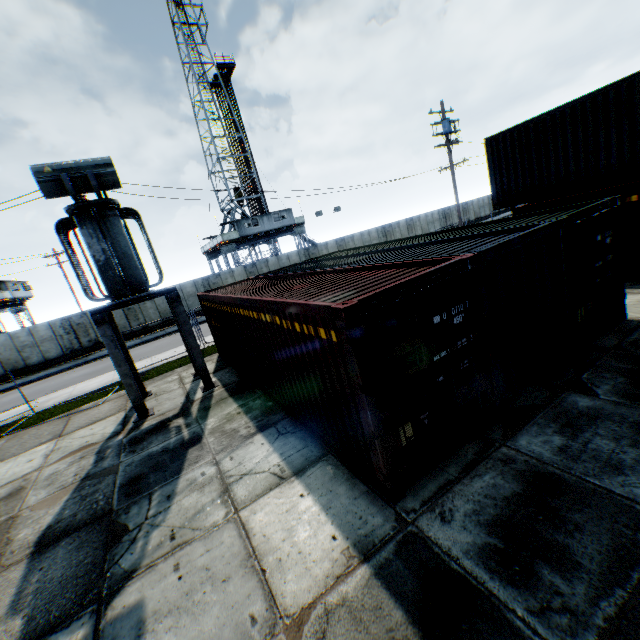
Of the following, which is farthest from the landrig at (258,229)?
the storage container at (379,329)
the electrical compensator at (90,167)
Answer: the electrical compensator at (90,167)

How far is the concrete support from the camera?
9.6 meters

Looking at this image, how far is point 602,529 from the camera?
3.58m

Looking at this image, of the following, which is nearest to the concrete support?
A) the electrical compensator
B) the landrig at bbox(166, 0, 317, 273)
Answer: the electrical compensator

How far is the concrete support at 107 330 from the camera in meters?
9.6 m

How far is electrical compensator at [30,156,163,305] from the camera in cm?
802

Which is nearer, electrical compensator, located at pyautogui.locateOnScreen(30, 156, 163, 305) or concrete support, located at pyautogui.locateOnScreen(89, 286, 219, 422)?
electrical compensator, located at pyautogui.locateOnScreen(30, 156, 163, 305)

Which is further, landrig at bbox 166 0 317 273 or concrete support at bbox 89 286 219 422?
landrig at bbox 166 0 317 273
